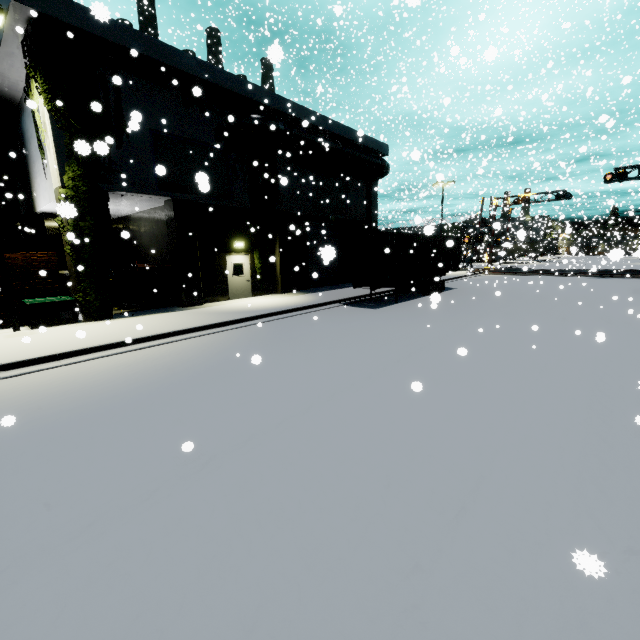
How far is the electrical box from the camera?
11.2 meters

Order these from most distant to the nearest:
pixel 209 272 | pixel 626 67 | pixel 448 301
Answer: pixel 626 67
pixel 448 301
pixel 209 272

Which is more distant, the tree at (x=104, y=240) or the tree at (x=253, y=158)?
the tree at (x=253, y=158)

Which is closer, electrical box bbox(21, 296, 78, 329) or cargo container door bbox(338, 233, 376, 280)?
electrical box bbox(21, 296, 78, 329)

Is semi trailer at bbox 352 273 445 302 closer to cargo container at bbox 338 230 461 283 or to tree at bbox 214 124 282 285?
cargo container at bbox 338 230 461 283

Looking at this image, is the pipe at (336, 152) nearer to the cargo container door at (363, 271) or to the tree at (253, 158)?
the tree at (253, 158)

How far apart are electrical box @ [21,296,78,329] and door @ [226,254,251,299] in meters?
6.8 m

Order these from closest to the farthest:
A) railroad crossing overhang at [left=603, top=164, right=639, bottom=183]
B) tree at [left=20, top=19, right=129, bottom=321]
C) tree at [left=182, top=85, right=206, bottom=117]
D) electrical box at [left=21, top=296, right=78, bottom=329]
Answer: tree at [left=182, top=85, right=206, bottom=117] → tree at [left=20, top=19, right=129, bottom=321] → electrical box at [left=21, top=296, right=78, bottom=329] → railroad crossing overhang at [left=603, top=164, right=639, bottom=183]
